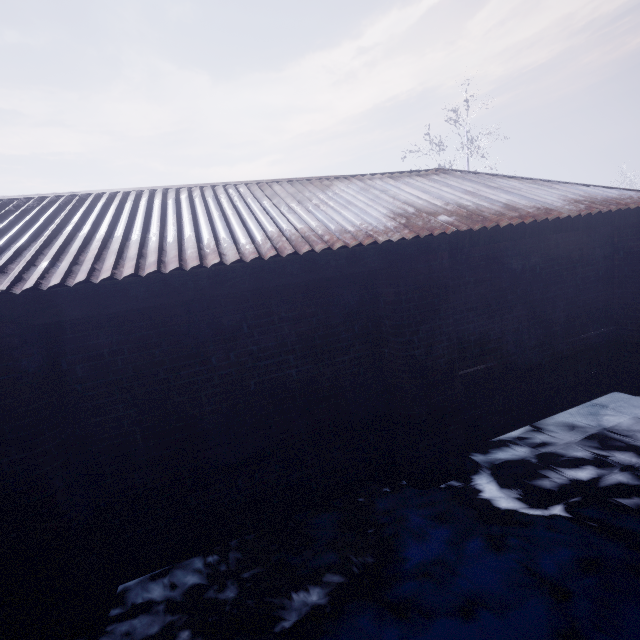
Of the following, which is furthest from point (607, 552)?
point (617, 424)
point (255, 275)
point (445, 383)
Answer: point (255, 275)
